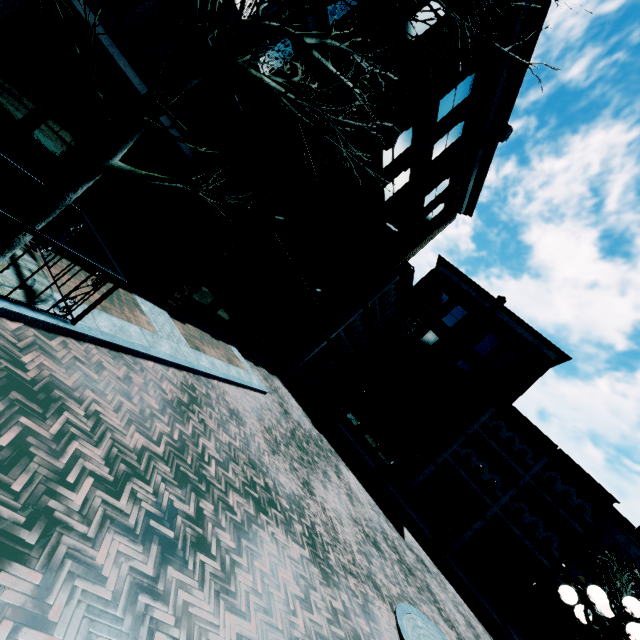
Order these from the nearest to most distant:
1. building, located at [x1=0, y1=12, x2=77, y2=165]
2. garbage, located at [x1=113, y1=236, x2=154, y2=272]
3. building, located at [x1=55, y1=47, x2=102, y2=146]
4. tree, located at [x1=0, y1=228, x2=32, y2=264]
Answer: tree, located at [x1=0, y1=228, x2=32, y2=264] → building, located at [x1=0, y1=12, x2=77, y2=165] → building, located at [x1=55, y1=47, x2=102, y2=146] → garbage, located at [x1=113, y1=236, x2=154, y2=272]

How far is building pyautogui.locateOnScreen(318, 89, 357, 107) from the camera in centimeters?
981cm

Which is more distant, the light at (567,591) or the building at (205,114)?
the building at (205,114)

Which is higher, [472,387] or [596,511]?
[472,387]

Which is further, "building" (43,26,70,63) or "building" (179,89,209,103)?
"building" (179,89,209,103)

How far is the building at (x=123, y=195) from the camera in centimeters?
981cm

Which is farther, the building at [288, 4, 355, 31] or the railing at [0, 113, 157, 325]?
the building at [288, 4, 355, 31]

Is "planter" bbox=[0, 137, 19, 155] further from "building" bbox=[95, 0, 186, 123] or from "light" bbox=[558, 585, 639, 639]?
"light" bbox=[558, 585, 639, 639]
